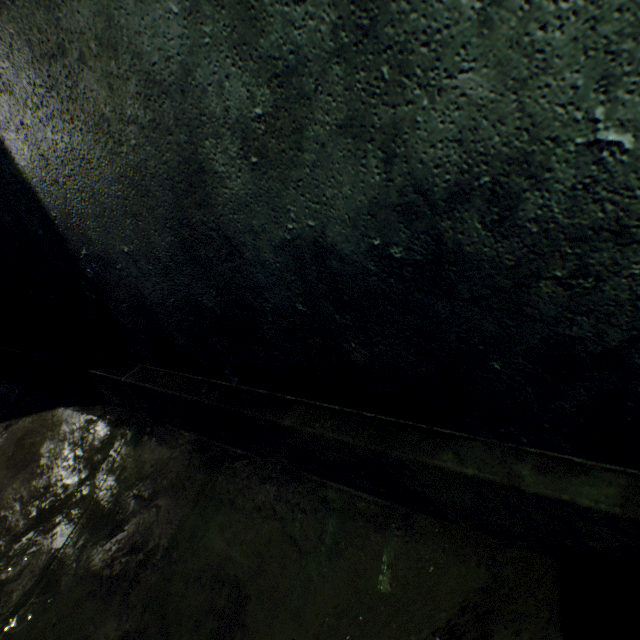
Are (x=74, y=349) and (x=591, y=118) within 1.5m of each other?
no
